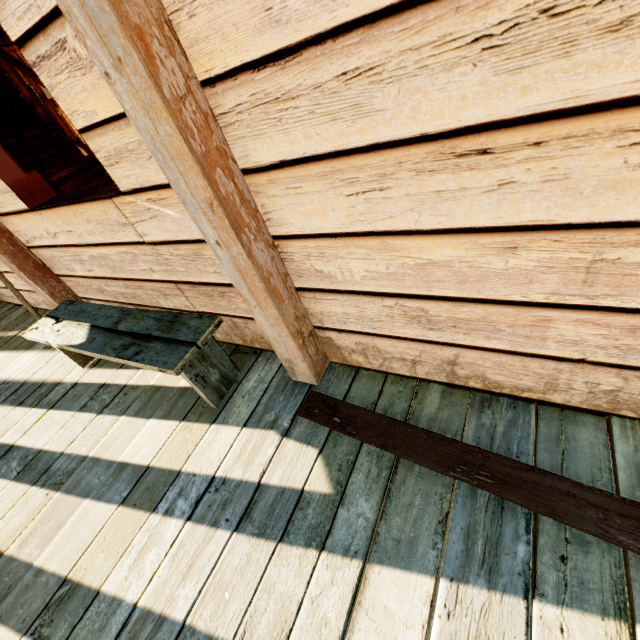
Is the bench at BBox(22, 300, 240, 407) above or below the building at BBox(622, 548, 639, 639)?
above

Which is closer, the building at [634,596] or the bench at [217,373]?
the building at [634,596]

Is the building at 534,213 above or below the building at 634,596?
above

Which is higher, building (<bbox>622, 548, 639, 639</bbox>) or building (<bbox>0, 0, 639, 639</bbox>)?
building (<bbox>0, 0, 639, 639</bbox>)

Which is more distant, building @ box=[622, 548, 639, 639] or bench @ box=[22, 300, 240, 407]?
bench @ box=[22, 300, 240, 407]

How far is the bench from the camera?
1.67m

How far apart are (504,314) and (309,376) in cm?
99
